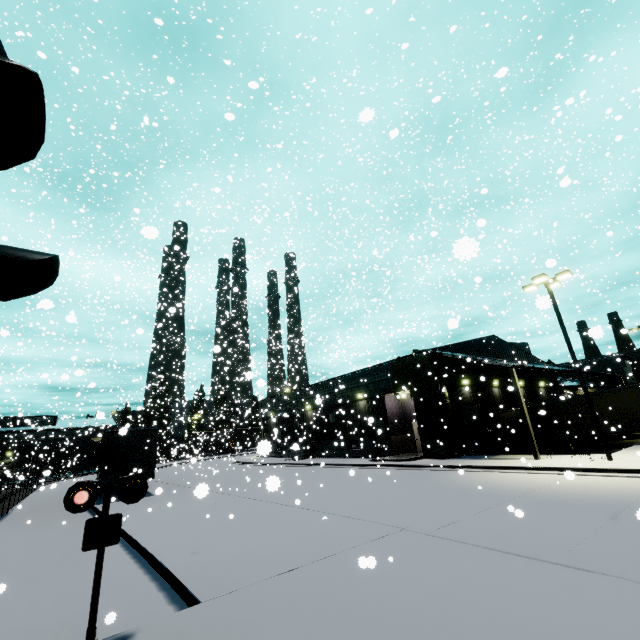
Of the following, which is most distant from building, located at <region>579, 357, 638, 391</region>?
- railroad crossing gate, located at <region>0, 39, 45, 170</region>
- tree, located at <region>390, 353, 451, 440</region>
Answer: railroad crossing gate, located at <region>0, 39, 45, 170</region>

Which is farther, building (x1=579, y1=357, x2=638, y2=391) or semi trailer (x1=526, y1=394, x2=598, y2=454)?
building (x1=579, y1=357, x2=638, y2=391)

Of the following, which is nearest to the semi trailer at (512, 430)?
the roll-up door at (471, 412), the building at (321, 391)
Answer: the building at (321, 391)

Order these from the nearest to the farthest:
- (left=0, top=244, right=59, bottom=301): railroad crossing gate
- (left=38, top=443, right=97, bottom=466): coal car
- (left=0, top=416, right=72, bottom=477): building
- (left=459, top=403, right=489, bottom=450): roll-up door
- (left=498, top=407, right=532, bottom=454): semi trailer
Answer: (left=0, top=244, right=59, bottom=301): railroad crossing gate, (left=459, top=403, right=489, bottom=450): roll-up door, (left=498, top=407, right=532, bottom=454): semi trailer, (left=0, top=416, right=72, bottom=477): building, (left=38, top=443, right=97, bottom=466): coal car

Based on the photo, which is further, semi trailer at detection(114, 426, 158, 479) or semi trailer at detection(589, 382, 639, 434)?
semi trailer at detection(589, 382, 639, 434)

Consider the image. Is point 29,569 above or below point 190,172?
below

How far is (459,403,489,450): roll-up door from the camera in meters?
25.3

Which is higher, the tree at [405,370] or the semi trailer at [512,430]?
the tree at [405,370]
